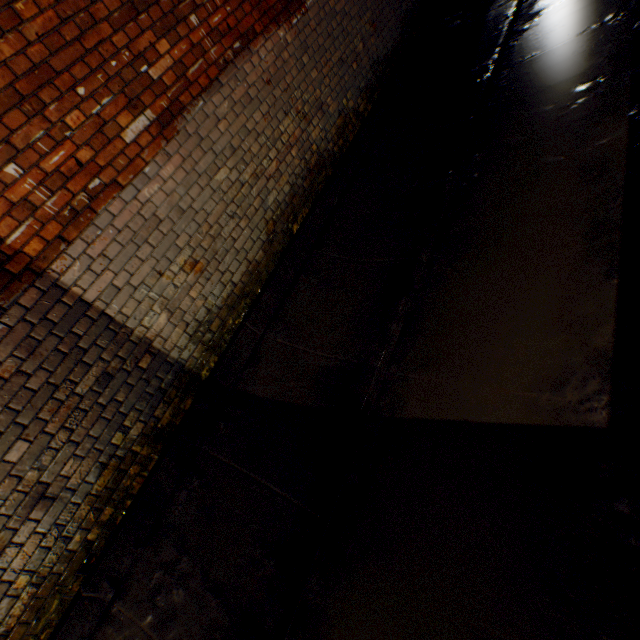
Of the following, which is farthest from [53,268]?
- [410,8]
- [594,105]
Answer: [410,8]
